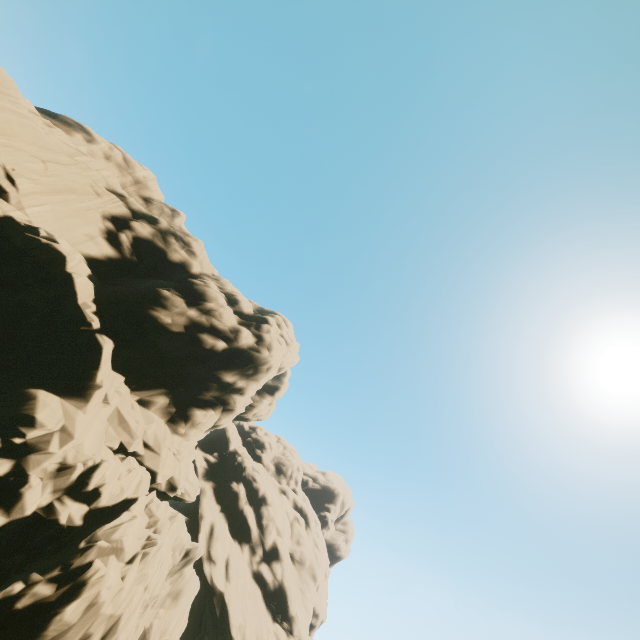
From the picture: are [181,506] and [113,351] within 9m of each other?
no
